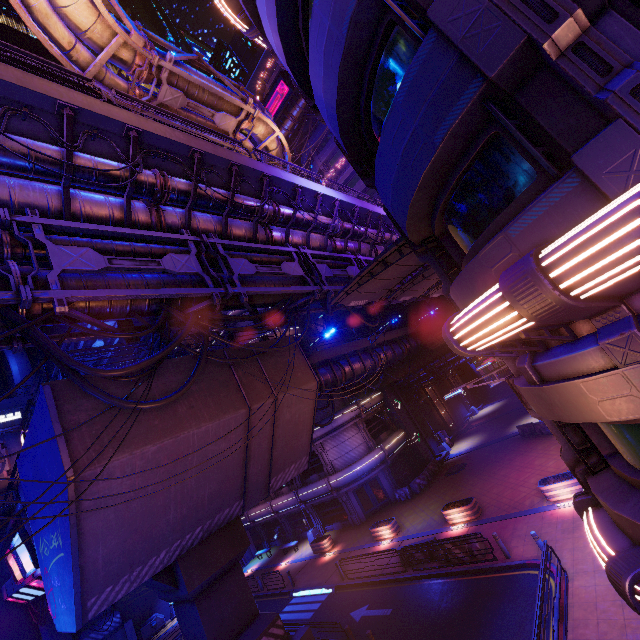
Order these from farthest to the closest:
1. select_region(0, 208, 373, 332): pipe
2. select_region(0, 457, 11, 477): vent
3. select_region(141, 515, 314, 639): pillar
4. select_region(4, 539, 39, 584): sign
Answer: select_region(0, 457, 11, 477): vent → select_region(4, 539, 39, 584): sign → select_region(141, 515, 314, 639): pillar → select_region(0, 208, 373, 332): pipe

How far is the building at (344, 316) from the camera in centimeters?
3481cm

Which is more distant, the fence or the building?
the building

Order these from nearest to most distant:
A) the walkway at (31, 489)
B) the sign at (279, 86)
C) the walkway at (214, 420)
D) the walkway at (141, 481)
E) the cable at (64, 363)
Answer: the cable at (64, 363), the walkway at (141, 481), the walkway at (214, 420), the walkway at (31, 489), the sign at (279, 86)

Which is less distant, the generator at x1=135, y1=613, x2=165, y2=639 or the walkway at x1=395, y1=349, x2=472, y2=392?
the generator at x1=135, y1=613, x2=165, y2=639

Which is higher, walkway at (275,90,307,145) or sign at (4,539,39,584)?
walkway at (275,90,307,145)

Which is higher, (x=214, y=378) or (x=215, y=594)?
(x=214, y=378)

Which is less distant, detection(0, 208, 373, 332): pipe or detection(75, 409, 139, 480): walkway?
detection(0, 208, 373, 332): pipe
